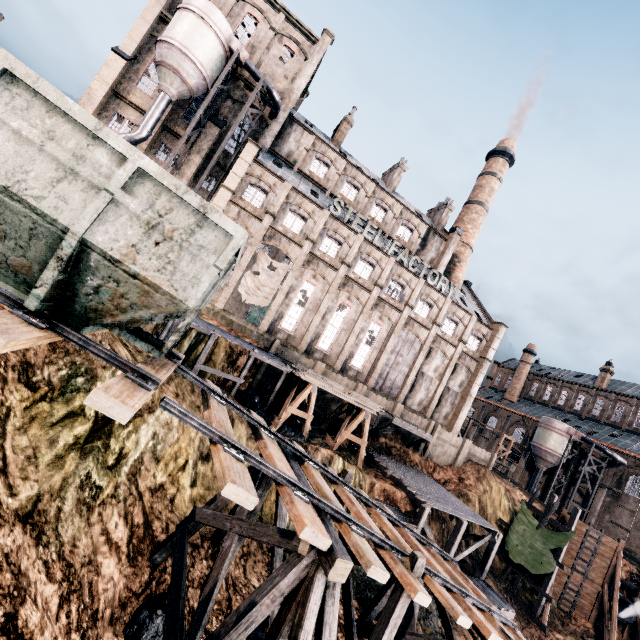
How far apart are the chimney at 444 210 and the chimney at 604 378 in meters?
43.5

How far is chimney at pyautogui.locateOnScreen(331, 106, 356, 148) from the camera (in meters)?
40.28

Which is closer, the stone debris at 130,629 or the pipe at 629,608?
the stone debris at 130,629

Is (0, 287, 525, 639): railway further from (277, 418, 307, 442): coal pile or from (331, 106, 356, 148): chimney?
(331, 106, 356, 148): chimney

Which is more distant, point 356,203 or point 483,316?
point 483,316

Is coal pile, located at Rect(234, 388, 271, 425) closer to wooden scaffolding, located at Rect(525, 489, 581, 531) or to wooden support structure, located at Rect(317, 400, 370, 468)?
wooden support structure, located at Rect(317, 400, 370, 468)

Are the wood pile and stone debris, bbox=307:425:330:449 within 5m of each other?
yes

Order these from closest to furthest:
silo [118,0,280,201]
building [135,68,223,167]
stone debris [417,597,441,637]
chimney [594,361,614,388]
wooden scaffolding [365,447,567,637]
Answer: stone debris [417,597,441,637] < wooden scaffolding [365,447,567,637] < silo [118,0,280,201] < building [135,68,223,167] < chimney [594,361,614,388]
